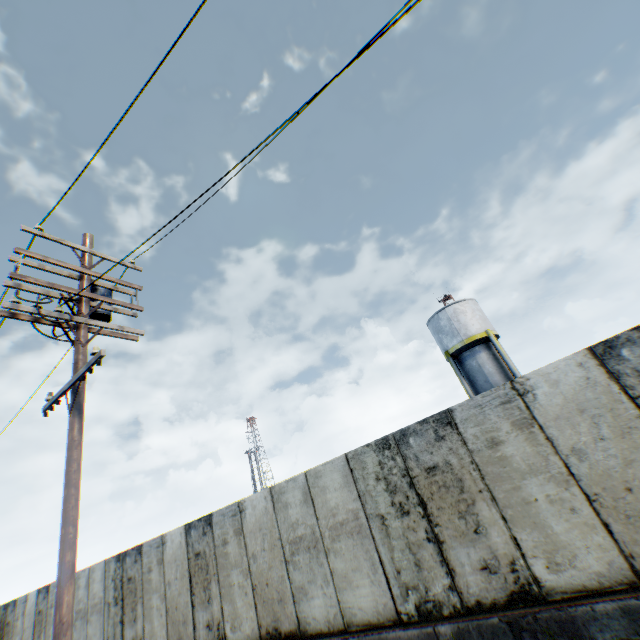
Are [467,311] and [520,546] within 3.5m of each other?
no

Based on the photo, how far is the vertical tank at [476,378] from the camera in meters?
21.6 m

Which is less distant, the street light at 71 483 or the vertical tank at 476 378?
the street light at 71 483

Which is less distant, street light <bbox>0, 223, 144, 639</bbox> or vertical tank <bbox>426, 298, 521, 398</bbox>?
street light <bbox>0, 223, 144, 639</bbox>

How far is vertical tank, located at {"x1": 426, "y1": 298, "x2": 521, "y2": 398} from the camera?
21.64m
